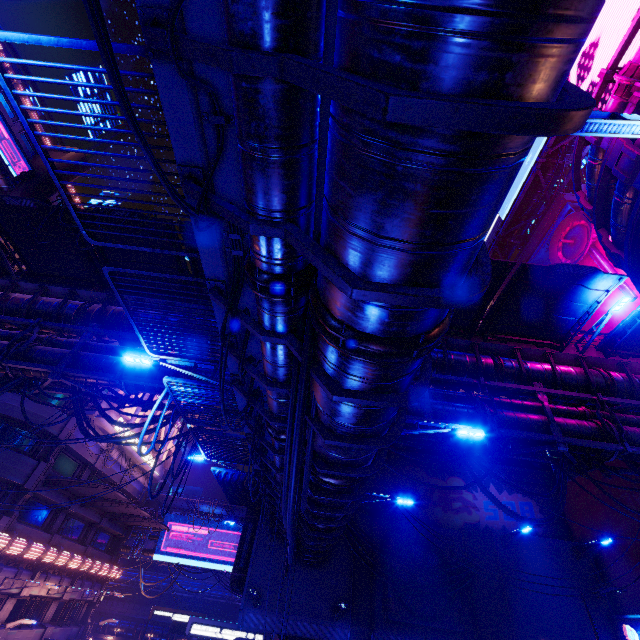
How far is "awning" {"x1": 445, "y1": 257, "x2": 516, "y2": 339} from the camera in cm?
1276

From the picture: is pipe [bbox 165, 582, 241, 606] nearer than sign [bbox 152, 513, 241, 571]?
No

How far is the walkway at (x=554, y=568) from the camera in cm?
1886

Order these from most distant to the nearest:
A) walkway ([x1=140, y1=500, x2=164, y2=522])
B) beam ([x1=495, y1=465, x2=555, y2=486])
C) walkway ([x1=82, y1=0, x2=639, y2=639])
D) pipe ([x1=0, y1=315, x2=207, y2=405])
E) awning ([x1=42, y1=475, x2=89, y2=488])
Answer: walkway ([x1=140, y1=500, x2=164, y2=522]) < beam ([x1=495, y1=465, x2=555, y2=486]) < awning ([x1=42, y1=475, x2=89, y2=488]) < pipe ([x1=0, y1=315, x2=207, y2=405]) < walkway ([x1=82, y1=0, x2=639, y2=639])

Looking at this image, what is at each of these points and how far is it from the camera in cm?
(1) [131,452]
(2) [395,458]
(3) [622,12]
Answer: (1) sign, 2811
(2) beam, 2495
(3) sign, 1129

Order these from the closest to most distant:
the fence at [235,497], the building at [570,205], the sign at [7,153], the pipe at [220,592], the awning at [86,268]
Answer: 1. the awning at [86,268]
2. the fence at [235,497]
3. the building at [570,205]
4. the sign at [7,153]
5. the pipe at [220,592]

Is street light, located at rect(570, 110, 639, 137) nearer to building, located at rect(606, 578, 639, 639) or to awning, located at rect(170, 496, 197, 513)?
building, located at rect(606, 578, 639, 639)

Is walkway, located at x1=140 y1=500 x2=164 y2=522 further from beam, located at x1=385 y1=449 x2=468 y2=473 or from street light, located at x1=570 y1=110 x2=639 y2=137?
street light, located at x1=570 y1=110 x2=639 y2=137
